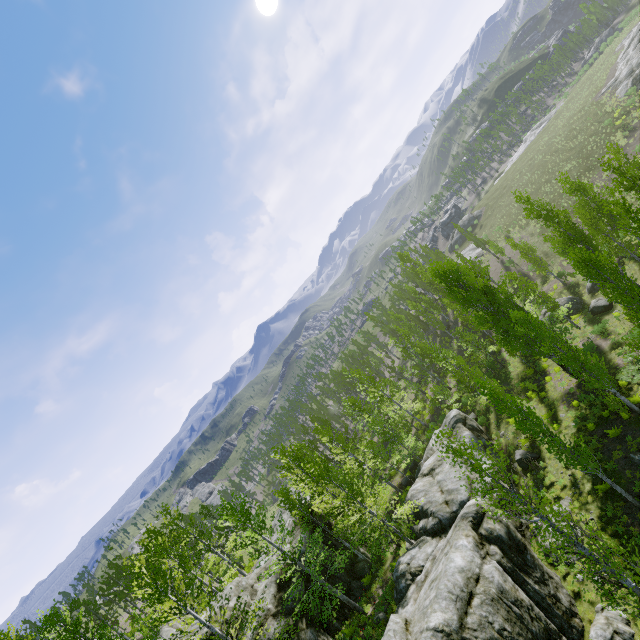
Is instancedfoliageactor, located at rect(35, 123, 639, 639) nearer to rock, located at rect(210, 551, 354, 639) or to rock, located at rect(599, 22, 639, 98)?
rock, located at rect(210, 551, 354, 639)

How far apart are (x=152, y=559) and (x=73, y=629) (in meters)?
13.67

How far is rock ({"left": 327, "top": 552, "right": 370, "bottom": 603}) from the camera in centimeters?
2266cm

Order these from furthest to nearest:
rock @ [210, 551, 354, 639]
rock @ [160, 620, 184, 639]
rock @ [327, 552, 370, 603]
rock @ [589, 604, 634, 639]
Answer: rock @ [160, 620, 184, 639] → rock @ [327, 552, 370, 603] → rock @ [210, 551, 354, 639] → rock @ [589, 604, 634, 639]

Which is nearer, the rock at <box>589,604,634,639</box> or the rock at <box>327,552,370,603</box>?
the rock at <box>589,604,634,639</box>

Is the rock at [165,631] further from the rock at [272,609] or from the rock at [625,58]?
the rock at [625,58]

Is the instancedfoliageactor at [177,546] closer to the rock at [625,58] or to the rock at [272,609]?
the rock at [272,609]

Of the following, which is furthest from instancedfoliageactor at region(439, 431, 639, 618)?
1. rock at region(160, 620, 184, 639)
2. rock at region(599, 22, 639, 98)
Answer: rock at region(599, 22, 639, 98)
